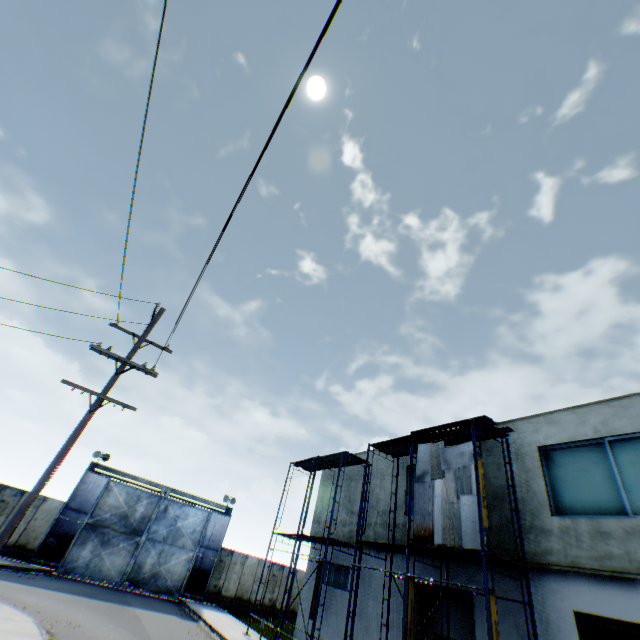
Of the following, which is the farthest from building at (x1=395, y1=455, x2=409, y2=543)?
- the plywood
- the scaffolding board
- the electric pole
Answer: the electric pole

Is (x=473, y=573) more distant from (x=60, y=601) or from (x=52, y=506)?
(x=52, y=506)

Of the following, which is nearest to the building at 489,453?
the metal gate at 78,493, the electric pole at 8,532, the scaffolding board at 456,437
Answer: the scaffolding board at 456,437

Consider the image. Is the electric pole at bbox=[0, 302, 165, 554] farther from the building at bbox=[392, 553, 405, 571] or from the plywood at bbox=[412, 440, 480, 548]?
the building at bbox=[392, 553, 405, 571]

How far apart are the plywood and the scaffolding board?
0.5m

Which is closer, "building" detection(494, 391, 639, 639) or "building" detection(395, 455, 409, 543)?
"building" detection(494, 391, 639, 639)

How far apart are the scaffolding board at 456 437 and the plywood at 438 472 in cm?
50
